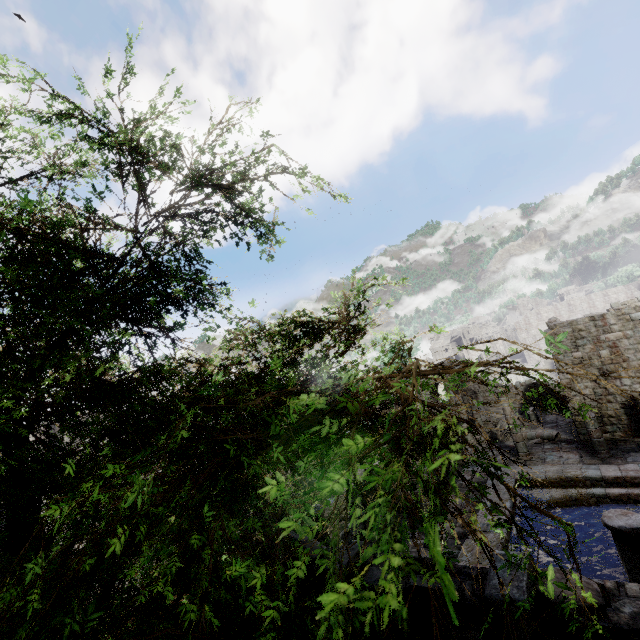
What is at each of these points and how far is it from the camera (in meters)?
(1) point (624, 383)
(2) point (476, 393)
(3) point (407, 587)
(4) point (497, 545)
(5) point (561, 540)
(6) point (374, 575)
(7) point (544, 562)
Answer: (1) building, 17.59
(2) building, 30.72
(3) building, 4.52
(4) building, 11.27
(5) building, 11.58
(6) building, 4.97
(7) building, 10.75

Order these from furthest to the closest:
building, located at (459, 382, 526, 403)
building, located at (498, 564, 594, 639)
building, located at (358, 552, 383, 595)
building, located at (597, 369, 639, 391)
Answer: building, located at (459, 382, 526, 403) → building, located at (597, 369, 639, 391) → building, located at (358, 552, 383, 595) → building, located at (498, 564, 594, 639)

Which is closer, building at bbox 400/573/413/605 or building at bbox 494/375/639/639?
building at bbox 494/375/639/639

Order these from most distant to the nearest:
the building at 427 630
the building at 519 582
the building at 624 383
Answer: the building at 624 383, the building at 427 630, the building at 519 582

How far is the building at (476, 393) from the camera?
18.6m

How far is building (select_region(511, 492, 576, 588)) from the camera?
10.5 meters
